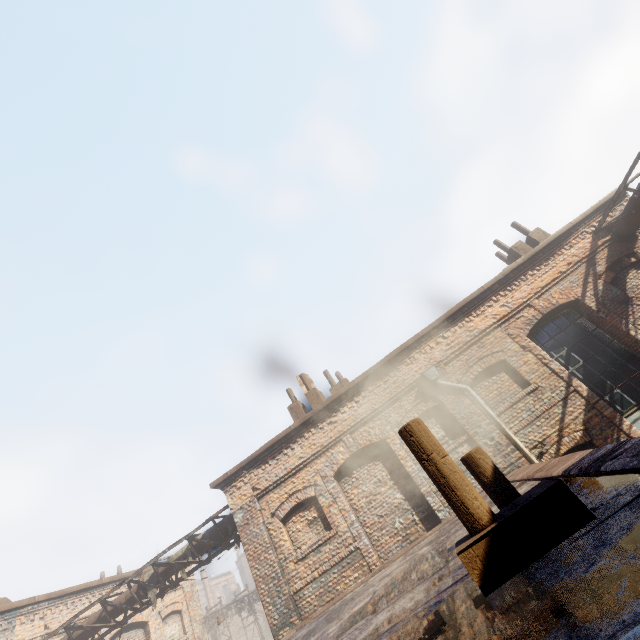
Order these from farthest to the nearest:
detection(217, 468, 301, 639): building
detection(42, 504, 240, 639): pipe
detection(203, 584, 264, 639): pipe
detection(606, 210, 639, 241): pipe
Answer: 1. detection(203, 584, 264, 639): pipe
2. detection(42, 504, 240, 639): pipe
3. detection(606, 210, 639, 241): pipe
4. detection(217, 468, 301, 639): building

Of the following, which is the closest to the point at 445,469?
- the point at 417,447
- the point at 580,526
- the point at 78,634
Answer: the point at 417,447

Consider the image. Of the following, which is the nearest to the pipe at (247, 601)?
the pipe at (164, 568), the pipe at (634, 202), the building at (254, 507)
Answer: the pipe at (164, 568)

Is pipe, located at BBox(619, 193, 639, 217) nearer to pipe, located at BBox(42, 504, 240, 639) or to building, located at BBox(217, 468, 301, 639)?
building, located at BBox(217, 468, 301, 639)

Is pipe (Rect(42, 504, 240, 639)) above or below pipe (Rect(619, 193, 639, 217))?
below

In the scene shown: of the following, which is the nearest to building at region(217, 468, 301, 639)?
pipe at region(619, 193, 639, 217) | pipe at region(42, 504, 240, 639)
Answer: pipe at region(42, 504, 240, 639)
